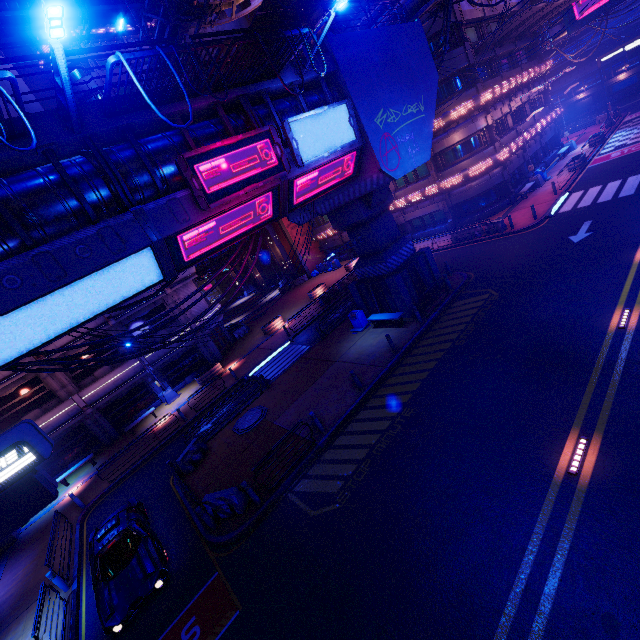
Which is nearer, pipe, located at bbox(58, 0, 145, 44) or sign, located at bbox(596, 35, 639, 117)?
pipe, located at bbox(58, 0, 145, 44)

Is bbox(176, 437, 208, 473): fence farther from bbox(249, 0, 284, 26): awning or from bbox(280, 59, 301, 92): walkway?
bbox(249, 0, 284, 26): awning

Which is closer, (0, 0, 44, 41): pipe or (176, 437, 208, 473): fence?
(176, 437, 208, 473): fence

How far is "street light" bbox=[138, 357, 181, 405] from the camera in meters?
26.2 m

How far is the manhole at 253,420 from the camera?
16.7m

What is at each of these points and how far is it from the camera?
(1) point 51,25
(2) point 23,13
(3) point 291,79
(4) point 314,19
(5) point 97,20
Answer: (1) street light, 5.50m
(2) pipe, 16.92m
(3) walkway, 11.70m
(4) walkway, 21.53m
(5) pipe, 19.58m

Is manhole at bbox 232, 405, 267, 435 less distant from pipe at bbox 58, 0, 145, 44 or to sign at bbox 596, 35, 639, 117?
pipe at bbox 58, 0, 145, 44

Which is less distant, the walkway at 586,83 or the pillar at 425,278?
the pillar at 425,278
